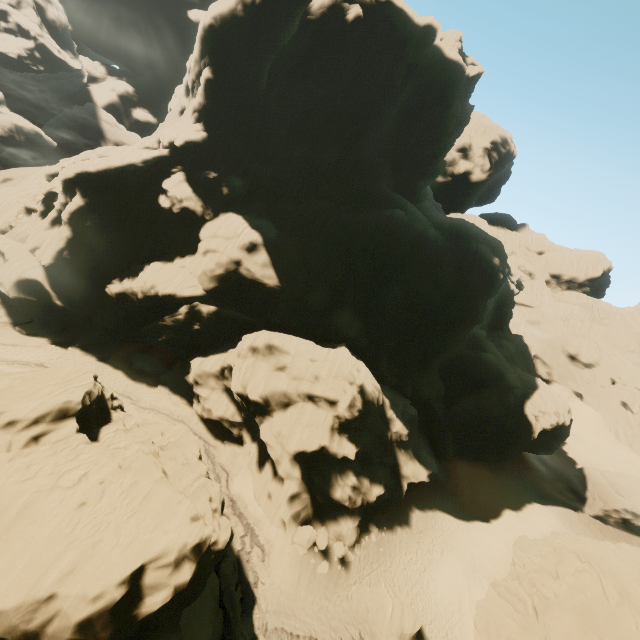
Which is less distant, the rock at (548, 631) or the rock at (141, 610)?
the rock at (141, 610)

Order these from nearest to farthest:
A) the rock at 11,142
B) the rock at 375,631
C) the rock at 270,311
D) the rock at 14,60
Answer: the rock at 375,631 < the rock at 270,311 < the rock at 11,142 < the rock at 14,60

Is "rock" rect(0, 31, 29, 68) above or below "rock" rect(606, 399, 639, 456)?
above

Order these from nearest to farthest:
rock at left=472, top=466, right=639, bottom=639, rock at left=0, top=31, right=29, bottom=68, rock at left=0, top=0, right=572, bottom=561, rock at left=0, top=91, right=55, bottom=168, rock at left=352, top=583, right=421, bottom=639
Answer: rock at left=472, top=466, right=639, bottom=639, rock at left=352, top=583, right=421, bottom=639, rock at left=0, top=0, right=572, bottom=561, rock at left=0, top=91, right=55, bottom=168, rock at left=0, top=31, right=29, bottom=68

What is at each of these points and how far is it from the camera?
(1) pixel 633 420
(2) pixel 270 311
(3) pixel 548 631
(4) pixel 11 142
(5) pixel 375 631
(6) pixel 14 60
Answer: (1) rock, 59.06m
(2) rock, 35.16m
(3) rock, 20.48m
(4) rock, 52.09m
(5) rock, 21.34m
(6) rock, 59.06m

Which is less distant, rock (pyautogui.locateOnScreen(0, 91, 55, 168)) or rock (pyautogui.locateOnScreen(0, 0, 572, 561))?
rock (pyautogui.locateOnScreen(0, 0, 572, 561))
